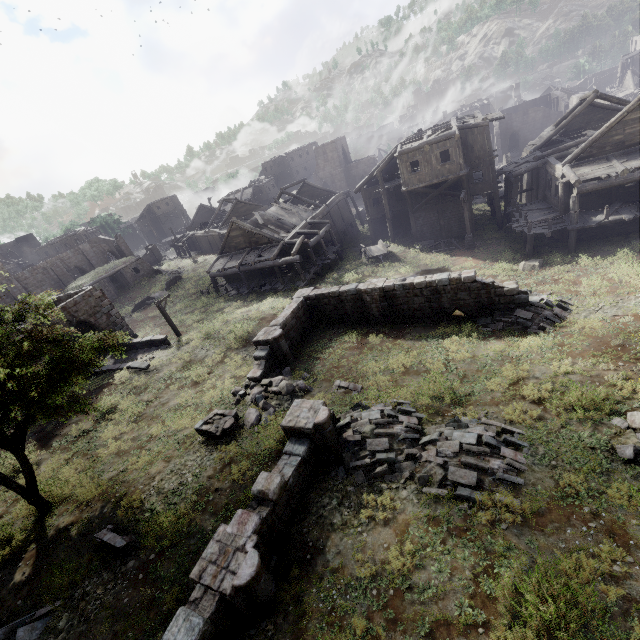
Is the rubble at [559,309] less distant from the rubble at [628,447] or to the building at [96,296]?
the rubble at [628,447]

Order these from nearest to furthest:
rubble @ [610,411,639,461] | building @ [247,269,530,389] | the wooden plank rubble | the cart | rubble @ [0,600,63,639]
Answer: rubble @ [610,411,639,461] → rubble @ [0,600,63,639] → building @ [247,269,530,389] → the cart → the wooden plank rubble

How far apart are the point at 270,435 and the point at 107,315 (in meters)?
19.14

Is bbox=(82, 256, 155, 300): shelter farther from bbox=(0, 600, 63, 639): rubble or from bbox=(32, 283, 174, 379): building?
bbox=(0, 600, 63, 639): rubble

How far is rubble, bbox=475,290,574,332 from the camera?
14.97m

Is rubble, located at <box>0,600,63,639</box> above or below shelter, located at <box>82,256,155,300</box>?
below

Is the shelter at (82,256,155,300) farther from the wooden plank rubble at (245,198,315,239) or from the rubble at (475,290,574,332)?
the rubble at (475,290,574,332)

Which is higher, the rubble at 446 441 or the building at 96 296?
the building at 96 296
